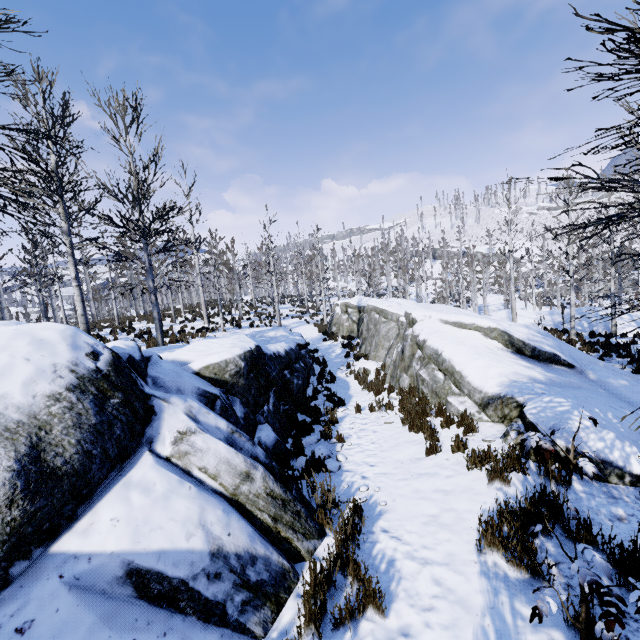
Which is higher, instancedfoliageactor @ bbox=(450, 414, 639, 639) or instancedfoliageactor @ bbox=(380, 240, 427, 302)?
instancedfoliageactor @ bbox=(380, 240, 427, 302)

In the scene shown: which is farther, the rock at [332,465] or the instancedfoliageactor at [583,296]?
the rock at [332,465]

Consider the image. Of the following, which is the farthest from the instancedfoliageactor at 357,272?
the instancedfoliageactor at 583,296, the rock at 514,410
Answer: the instancedfoliageactor at 583,296

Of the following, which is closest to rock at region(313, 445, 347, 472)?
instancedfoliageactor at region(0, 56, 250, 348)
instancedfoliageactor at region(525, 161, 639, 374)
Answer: instancedfoliageactor at region(525, 161, 639, 374)

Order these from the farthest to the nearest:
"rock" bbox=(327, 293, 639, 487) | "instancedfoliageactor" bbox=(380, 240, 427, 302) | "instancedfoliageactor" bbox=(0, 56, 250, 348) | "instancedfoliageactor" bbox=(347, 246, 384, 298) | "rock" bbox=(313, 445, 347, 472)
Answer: "instancedfoliageactor" bbox=(347, 246, 384, 298) → "instancedfoliageactor" bbox=(380, 240, 427, 302) → "instancedfoliageactor" bbox=(0, 56, 250, 348) → "rock" bbox=(313, 445, 347, 472) → "rock" bbox=(327, 293, 639, 487)

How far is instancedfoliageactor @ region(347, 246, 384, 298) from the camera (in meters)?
33.82

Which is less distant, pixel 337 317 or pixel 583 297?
pixel 337 317
